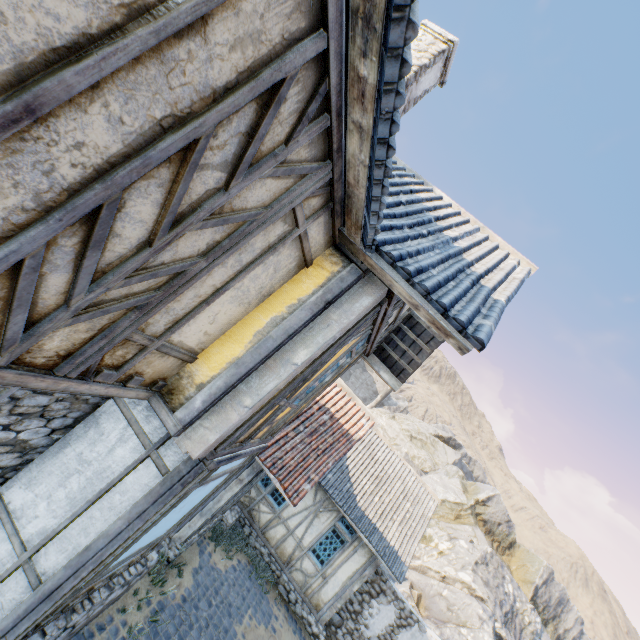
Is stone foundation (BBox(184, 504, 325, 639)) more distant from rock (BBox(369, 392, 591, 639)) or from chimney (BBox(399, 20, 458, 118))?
chimney (BBox(399, 20, 458, 118))

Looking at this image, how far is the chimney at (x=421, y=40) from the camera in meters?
6.5

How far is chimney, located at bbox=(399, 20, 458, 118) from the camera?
6.5m

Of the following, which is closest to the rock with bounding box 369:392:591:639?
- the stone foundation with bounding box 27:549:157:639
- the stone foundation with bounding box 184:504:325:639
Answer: the stone foundation with bounding box 184:504:325:639

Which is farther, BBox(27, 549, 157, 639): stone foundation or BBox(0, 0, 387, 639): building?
BBox(27, 549, 157, 639): stone foundation

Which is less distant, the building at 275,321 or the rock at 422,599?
the building at 275,321

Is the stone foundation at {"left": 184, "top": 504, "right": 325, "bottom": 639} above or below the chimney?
below

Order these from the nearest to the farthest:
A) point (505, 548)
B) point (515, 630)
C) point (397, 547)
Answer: point (397, 547) → point (515, 630) → point (505, 548)
